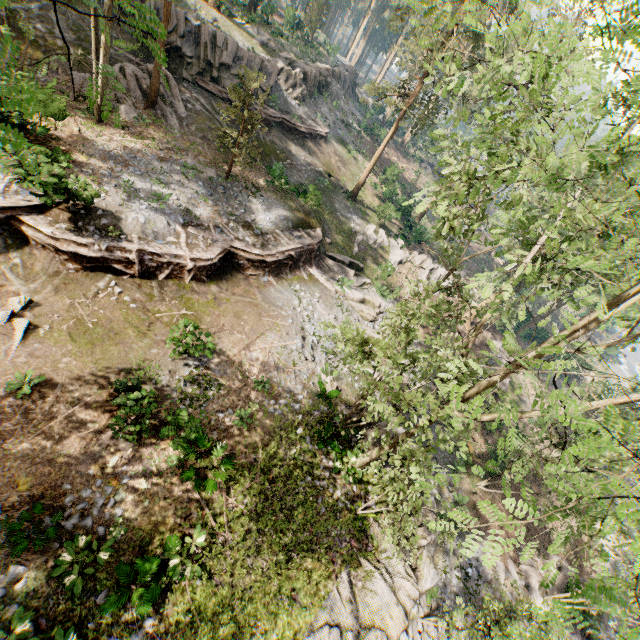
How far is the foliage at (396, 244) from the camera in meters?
30.7

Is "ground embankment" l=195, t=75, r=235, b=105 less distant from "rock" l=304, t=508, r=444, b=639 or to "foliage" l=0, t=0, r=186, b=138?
"foliage" l=0, t=0, r=186, b=138

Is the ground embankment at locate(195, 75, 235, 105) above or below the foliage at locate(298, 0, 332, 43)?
below

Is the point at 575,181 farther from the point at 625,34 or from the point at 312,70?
the point at 312,70

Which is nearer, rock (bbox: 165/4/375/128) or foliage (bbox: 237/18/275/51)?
rock (bbox: 165/4/375/128)

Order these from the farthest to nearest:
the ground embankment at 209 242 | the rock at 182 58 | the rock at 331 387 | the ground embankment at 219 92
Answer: the ground embankment at 219 92 → the rock at 182 58 → the rock at 331 387 → the ground embankment at 209 242

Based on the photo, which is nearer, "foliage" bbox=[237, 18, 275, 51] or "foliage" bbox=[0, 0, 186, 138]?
"foliage" bbox=[0, 0, 186, 138]

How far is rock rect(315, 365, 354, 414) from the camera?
17.73m
